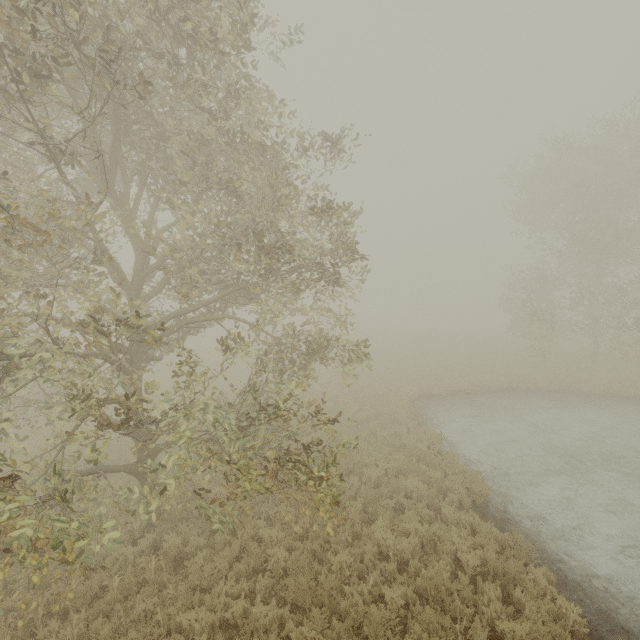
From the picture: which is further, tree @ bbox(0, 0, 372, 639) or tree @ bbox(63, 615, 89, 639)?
tree @ bbox(63, 615, 89, 639)

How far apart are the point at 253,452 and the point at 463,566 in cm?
565

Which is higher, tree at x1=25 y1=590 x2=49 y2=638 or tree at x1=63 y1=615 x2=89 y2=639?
tree at x1=25 y1=590 x2=49 y2=638

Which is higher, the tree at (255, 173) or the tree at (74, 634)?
the tree at (255, 173)

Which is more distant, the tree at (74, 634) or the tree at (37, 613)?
the tree at (74, 634)
